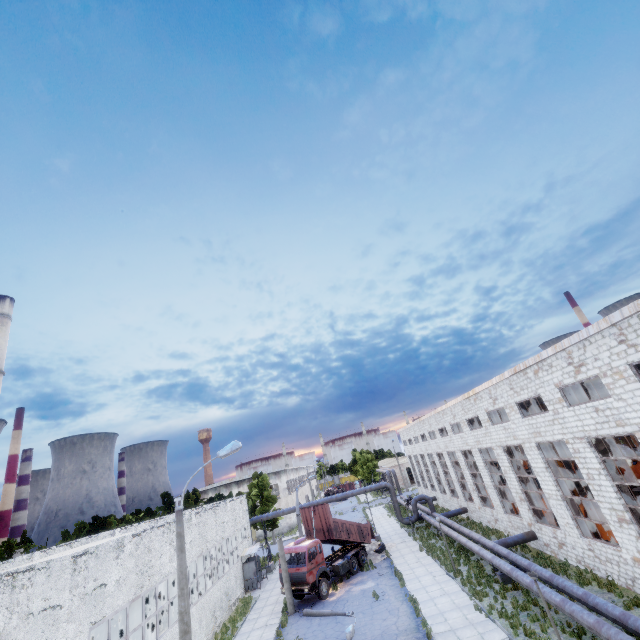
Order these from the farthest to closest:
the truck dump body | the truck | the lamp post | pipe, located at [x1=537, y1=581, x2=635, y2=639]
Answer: the truck dump body < the truck < pipe, located at [x1=537, y1=581, x2=635, y2=639] < the lamp post

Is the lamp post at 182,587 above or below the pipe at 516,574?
above

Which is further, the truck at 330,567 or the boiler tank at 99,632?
the truck at 330,567

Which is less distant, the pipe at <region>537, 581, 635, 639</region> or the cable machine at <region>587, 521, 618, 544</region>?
the pipe at <region>537, 581, 635, 639</region>

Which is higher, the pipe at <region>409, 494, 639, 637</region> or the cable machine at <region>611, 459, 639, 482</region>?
the cable machine at <region>611, 459, 639, 482</region>

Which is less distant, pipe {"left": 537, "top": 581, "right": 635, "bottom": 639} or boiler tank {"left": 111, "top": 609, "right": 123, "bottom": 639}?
pipe {"left": 537, "top": 581, "right": 635, "bottom": 639}

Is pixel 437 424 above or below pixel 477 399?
below

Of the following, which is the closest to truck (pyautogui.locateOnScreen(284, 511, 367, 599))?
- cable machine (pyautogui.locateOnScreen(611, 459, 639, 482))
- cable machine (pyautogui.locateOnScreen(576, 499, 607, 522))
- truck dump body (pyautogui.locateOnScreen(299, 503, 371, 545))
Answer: truck dump body (pyautogui.locateOnScreen(299, 503, 371, 545))
